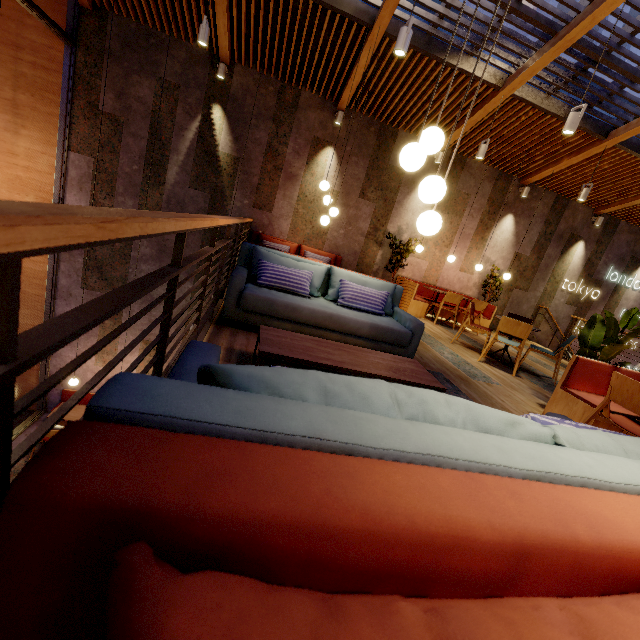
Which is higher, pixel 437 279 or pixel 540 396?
pixel 437 279

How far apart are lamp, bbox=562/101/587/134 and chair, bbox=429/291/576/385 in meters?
2.7

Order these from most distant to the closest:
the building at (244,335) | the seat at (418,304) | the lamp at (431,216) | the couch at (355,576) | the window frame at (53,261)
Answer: the seat at (418,304)
the window frame at (53,261)
the building at (244,335)
the lamp at (431,216)
the couch at (355,576)

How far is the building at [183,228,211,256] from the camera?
7.8m

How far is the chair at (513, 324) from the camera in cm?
514

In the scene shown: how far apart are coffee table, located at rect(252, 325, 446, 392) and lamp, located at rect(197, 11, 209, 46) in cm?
519

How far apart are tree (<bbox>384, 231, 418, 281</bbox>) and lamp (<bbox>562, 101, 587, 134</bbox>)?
3.9m

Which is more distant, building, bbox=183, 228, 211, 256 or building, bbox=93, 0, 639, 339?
building, bbox=183, 228, 211, 256
